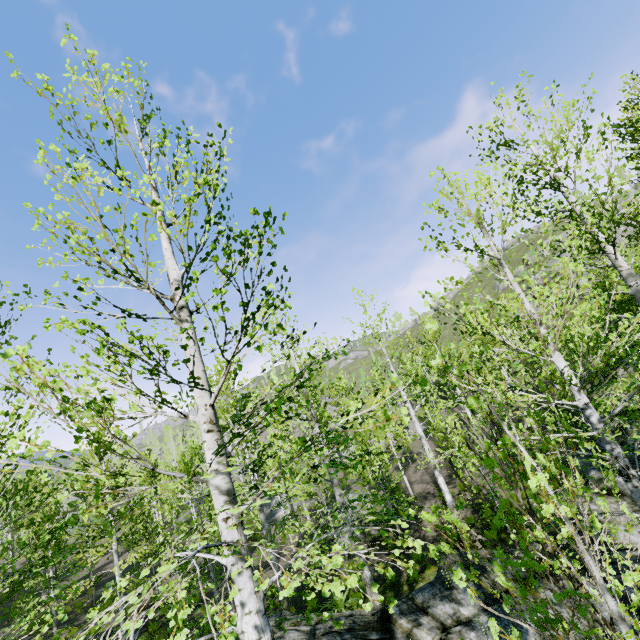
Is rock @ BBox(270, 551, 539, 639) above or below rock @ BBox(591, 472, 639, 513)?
above

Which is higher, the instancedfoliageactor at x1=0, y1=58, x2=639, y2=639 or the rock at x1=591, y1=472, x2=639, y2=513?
the instancedfoliageactor at x1=0, y1=58, x2=639, y2=639

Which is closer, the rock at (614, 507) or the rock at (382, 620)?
the rock at (382, 620)

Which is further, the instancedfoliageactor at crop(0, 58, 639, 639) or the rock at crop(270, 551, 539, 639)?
the rock at crop(270, 551, 539, 639)

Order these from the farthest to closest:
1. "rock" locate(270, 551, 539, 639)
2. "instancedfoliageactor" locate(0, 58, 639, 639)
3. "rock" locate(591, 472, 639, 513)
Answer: "rock" locate(591, 472, 639, 513), "rock" locate(270, 551, 539, 639), "instancedfoliageactor" locate(0, 58, 639, 639)

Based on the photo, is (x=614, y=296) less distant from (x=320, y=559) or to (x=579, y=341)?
(x=579, y=341)

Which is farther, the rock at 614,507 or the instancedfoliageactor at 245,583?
the rock at 614,507
